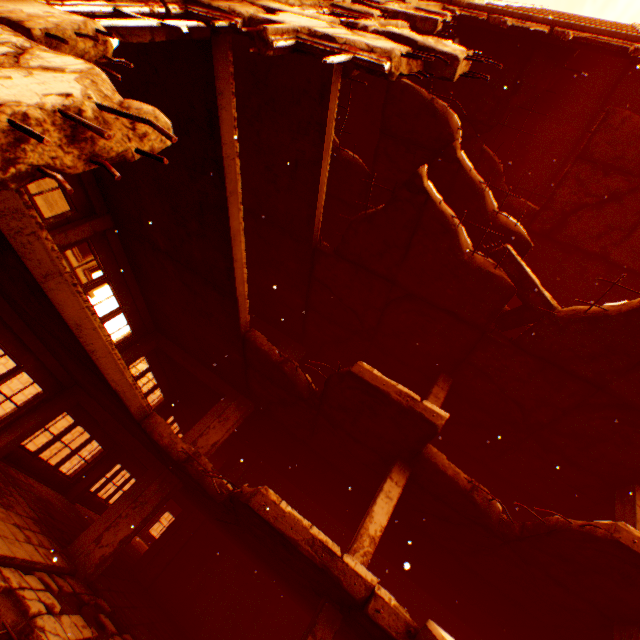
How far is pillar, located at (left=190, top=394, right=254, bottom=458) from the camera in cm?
977

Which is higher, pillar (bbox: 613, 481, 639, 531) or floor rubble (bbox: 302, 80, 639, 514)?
floor rubble (bbox: 302, 80, 639, 514)

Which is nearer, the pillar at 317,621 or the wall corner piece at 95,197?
the pillar at 317,621

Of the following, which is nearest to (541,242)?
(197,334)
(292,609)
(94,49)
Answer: (197,334)

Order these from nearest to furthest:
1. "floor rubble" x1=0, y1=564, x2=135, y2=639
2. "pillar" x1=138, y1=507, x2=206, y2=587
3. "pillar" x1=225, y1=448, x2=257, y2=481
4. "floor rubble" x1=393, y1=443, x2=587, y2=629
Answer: "floor rubble" x1=0, y1=564, x2=135, y2=639
"floor rubble" x1=393, y1=443, x2=587, y2=629
"pillar" x1=138, y1=507, x2=206, y2=587
"pillar" x1=225, y1=448, x2=257, y2=481

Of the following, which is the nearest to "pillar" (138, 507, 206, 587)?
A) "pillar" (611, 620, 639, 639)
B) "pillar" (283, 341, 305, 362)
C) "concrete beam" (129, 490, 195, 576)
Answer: "concrete beam" (129, 490, 195, 576)

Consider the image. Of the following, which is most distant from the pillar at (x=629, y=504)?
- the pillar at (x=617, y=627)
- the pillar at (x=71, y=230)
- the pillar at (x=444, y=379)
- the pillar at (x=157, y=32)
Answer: the pillar at (x=71, y=230)

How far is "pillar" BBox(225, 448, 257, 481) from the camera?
13.86m
